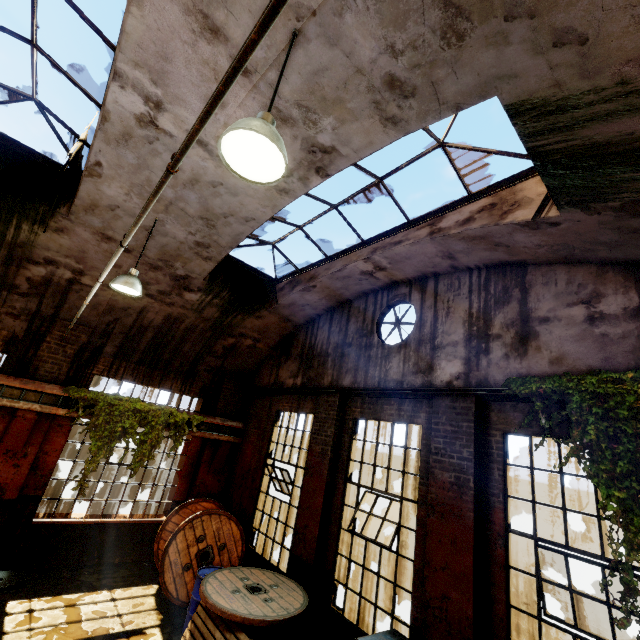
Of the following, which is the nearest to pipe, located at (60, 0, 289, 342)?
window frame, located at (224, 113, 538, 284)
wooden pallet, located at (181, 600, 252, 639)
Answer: window frame, located at (224, 113, 538, 284)

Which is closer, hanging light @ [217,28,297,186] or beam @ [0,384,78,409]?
hanging light @ [217,28,297,186]

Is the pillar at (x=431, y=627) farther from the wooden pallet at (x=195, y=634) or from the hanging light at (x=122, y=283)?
the hanging light at (x=122, y=283)

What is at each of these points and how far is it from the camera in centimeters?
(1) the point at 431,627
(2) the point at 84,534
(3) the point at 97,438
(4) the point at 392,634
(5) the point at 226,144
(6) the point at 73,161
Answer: (1) pillar, 455cm
(2) building, 809cm
(3) vine, 785cm
(4) dumpster, 452cm
(5) hanging light, 248cm
(6) vine, 622cm

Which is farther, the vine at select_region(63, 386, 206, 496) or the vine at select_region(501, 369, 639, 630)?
the vine at select_region(63, 386, 206, 496)

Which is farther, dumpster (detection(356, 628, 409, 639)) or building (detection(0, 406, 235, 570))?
building (detection(0, 406, 235, 570))

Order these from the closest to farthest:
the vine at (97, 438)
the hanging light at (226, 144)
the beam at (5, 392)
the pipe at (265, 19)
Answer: the pipe at (265, 19) → the hanging light at (226, 144) → the beam at (5, 392) → the vine at (97, 438)

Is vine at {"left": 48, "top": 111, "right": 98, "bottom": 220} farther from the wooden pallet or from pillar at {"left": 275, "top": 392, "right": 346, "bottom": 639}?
pillar at {"left": 275, "top": 392, "right": 346, "bottom": 639}
